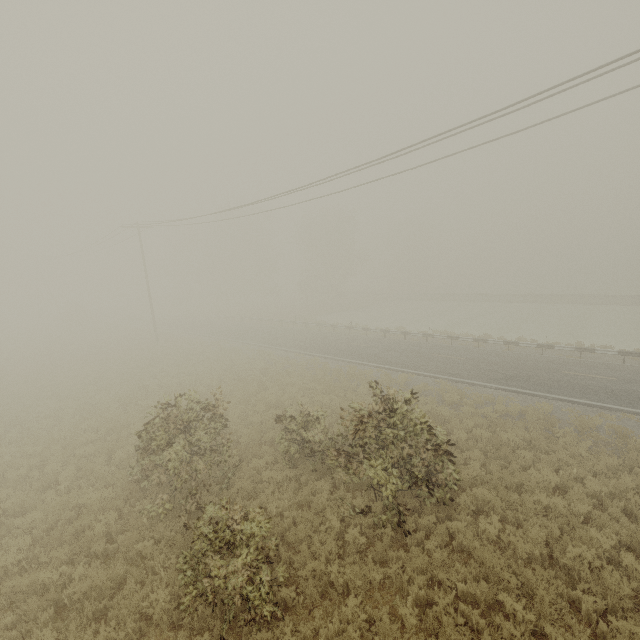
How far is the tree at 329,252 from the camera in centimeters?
5197cm

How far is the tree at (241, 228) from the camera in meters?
53.4 m

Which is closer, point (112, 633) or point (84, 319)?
point (112, 633)

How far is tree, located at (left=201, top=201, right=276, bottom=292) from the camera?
53.44m

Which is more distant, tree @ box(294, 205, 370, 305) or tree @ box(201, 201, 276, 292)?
tree @ box(201, 201, 276, 292)

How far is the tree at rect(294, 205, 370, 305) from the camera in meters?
52.0 m
